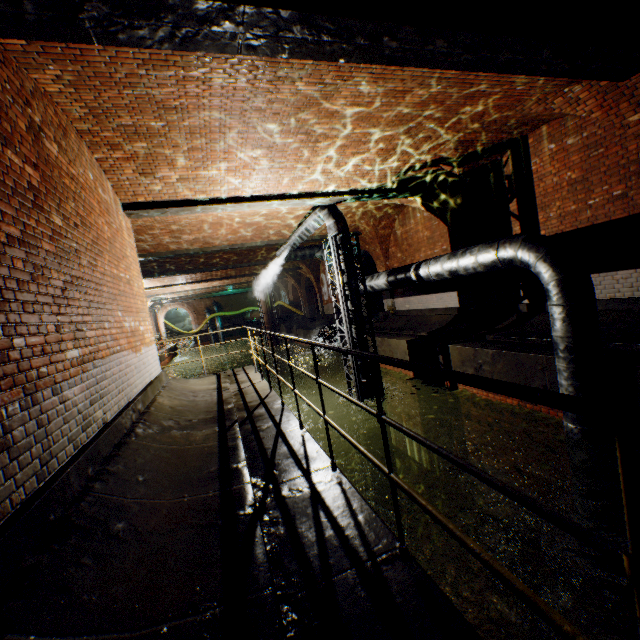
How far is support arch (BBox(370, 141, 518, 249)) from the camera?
7.8m

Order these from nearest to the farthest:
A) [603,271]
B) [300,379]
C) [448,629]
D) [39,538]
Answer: [448,629] → [39,538] → [603,271] → [300,379]

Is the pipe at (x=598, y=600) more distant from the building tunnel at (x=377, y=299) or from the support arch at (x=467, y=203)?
the support arch at (x=467, y=203)

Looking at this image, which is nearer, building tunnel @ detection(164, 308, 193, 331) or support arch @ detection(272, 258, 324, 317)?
support arch @ detection(272, 258, 324, 317)

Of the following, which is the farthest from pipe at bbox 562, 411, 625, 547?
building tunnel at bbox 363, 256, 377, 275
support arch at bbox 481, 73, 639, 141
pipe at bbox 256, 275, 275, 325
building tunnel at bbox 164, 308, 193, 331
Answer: building tunnel at bbox 164, 308, 193, 331

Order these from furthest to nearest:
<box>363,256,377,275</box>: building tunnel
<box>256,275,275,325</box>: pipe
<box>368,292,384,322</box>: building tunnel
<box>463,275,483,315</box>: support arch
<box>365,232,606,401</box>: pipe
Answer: <box>256,275,275,325</box>: pipe → <box>363,256,377,275</box>: building tunnel → <box>368,292,384,322</box>: building tunnel → <box>463,275,483,315</box>: support arch → <box>365,232,606,401</box>: pipe

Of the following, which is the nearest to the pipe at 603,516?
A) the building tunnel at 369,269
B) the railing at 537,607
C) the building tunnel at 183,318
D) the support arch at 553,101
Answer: the building tunnel at 369,269

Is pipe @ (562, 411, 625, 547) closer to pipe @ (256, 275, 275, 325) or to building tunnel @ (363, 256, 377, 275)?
building tunnel @ (363, 256, 377, 275)
